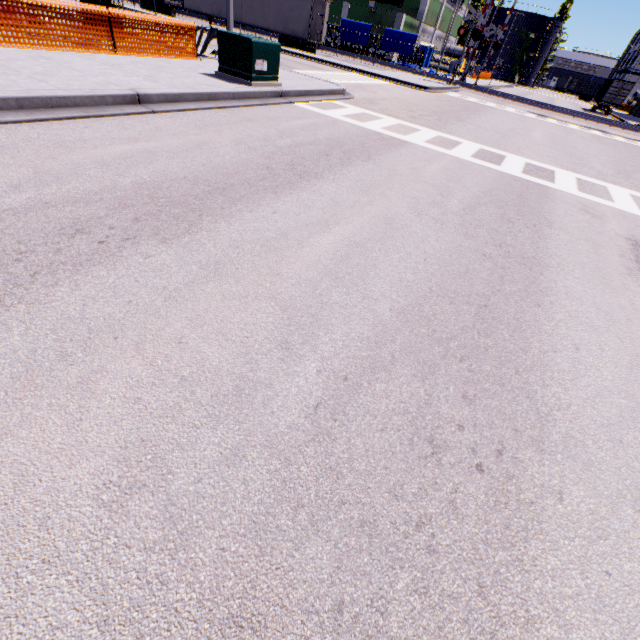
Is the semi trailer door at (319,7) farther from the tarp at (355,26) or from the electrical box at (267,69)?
the electrical box at (267,69)

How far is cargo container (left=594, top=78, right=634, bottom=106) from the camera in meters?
38.3 m

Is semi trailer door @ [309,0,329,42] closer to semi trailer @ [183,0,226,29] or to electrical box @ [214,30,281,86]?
semi trailer @ [183,0,226,29]

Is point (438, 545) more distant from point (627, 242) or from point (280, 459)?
point (627, 242)

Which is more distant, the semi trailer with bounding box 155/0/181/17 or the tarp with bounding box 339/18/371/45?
the tarp with bounding box 339/18/371/45

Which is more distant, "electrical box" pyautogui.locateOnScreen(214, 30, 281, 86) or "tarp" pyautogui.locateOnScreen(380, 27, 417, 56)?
"tarp" pyautogui.locateOnScreen(380, 27, 417, 56)

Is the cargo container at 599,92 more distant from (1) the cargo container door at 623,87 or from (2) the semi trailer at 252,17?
(2) the semi trailer at 252,17

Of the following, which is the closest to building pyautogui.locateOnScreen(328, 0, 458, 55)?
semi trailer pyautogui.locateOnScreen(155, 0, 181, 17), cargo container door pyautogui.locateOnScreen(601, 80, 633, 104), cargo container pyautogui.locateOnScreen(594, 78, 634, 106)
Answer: semi trailer pyautogui.locateOnScreen(155, 0, 181, 17)
